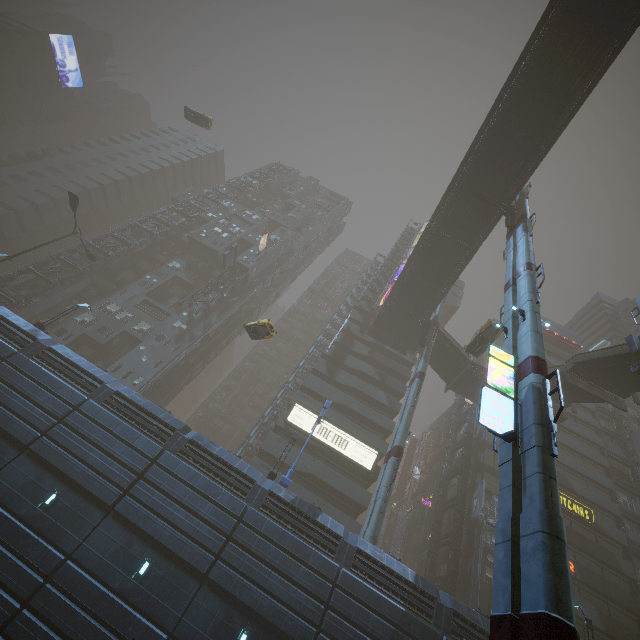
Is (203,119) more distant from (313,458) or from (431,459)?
(431,459)

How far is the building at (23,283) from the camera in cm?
3919

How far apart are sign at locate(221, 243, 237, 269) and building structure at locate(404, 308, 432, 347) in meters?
26.3 m

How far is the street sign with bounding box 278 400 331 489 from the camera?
20.7 meters

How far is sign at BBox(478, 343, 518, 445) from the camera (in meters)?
11.23

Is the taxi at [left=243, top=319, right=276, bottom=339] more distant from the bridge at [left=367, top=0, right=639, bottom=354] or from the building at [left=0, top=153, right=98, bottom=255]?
the bridge at [left=367, top=0, right=639, bottom=354]

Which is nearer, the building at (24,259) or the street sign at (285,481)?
the street sign at (285,481)

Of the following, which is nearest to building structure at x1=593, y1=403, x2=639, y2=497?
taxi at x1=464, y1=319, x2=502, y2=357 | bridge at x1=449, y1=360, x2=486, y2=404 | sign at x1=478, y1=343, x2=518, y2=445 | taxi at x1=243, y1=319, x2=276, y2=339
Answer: bridge at x1=449, y1=360, x2=486, y2=404
